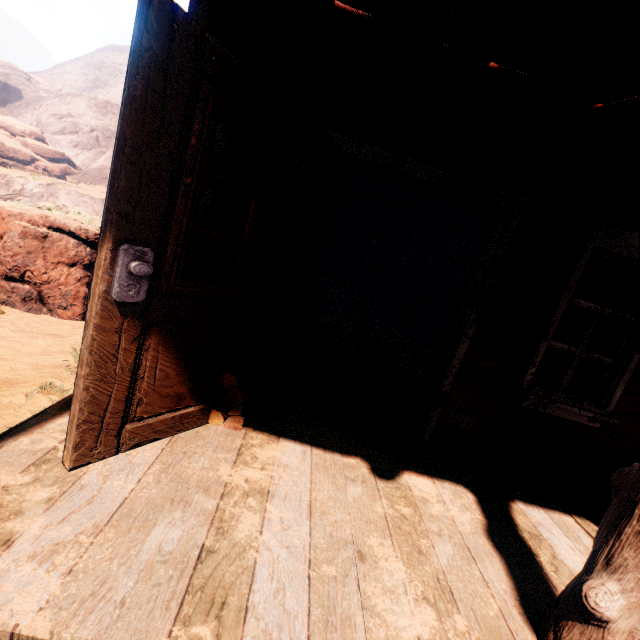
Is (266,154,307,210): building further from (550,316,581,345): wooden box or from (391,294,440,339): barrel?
(550,316,581,345): wooden box

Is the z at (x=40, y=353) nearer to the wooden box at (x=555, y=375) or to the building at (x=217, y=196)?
the building at (x=217, y=196)

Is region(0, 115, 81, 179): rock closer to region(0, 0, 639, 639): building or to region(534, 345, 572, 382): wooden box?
region(534, 345, 572, 382): wooden box

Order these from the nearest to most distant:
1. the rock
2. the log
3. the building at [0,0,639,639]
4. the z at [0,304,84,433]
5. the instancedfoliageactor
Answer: the building at [0,0,639,639] → the log → the z at [0,304,84,433] → the instancedfoliageactor → the rock

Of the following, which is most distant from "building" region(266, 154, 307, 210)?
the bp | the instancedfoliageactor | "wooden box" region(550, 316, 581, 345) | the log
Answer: "wooden box" region(550, 316, 581, 345)

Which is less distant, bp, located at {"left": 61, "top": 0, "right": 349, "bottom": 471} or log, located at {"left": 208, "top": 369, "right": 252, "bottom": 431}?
bp, located at {"left": 61, "top": 0, "right": 349, "bottom": 471}

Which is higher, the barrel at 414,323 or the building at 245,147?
the building at 245,147

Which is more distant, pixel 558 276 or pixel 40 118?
pixel 40 118
